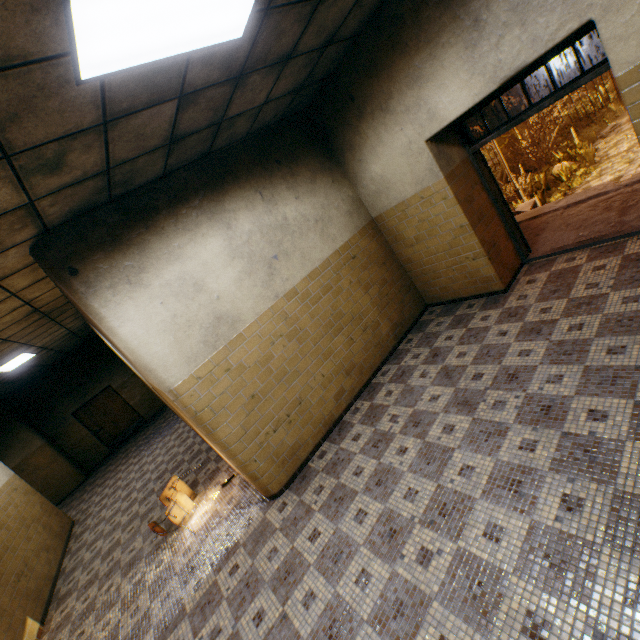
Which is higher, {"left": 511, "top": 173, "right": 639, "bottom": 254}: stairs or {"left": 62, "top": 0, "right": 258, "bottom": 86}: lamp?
{"left": 62, "top": 0, "right": 258, "bottom": 86}: lamp

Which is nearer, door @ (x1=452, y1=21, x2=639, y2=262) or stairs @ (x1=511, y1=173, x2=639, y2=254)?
door @ (x1=452, y1=21, x2=639, y2=262)

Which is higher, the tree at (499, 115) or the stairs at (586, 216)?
the tree at (499, 115)

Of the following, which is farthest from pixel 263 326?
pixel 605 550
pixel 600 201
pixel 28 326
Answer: pixel 600 201

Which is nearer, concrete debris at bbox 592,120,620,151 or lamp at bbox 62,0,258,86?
lamp at bbox 62,0,258,86

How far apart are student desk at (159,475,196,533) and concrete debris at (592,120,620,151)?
16.6m

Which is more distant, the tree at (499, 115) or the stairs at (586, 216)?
the tree at (499, 115)

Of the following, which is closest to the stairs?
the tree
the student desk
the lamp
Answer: the lamp
